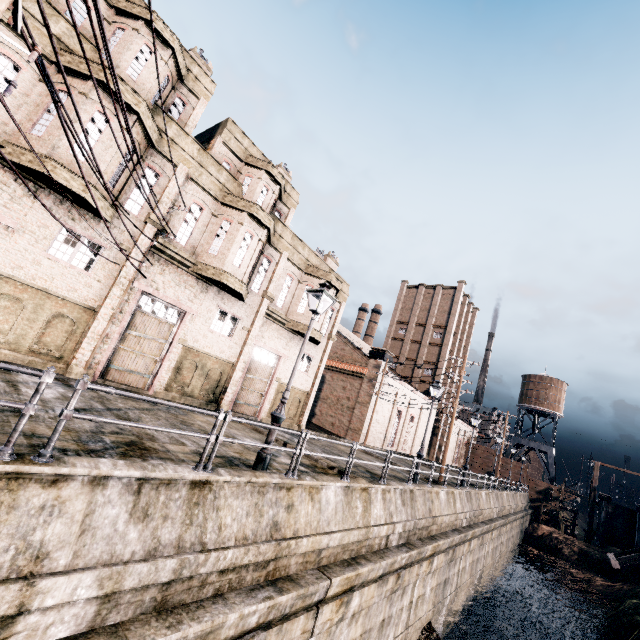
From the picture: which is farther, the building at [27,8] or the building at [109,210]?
the building at [109,210]

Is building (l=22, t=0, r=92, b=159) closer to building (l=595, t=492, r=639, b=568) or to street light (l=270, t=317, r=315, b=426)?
street light (l=270, t=317, r=315, b=426)

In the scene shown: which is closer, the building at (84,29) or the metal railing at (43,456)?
the metal railing at (43,456)

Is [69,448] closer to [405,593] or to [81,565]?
[81,565]

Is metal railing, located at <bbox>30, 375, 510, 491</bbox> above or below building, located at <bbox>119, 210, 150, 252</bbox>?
below

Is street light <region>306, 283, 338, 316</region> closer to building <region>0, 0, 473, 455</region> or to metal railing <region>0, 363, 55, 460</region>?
metal railing <region>0, 363, 55, 460</region>

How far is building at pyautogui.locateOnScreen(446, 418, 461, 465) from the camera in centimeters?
5722cm

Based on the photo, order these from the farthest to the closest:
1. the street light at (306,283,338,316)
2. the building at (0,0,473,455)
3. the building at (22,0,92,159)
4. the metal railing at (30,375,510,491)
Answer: the building at (0,0,473,455), the building at (22,0,92,159), the street light at (306,283,338,316), the metal railing at (30,375,510,491)
